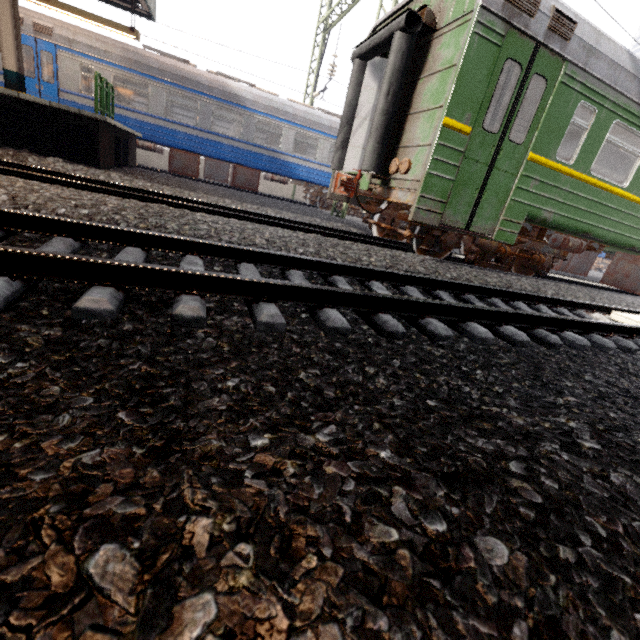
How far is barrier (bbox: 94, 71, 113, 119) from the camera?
8.3m

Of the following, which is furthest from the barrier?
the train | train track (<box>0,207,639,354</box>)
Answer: train track (<box>0,207,639,354</box>)

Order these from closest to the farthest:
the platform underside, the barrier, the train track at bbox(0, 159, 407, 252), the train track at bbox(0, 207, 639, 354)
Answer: the train track at bbox(0, 207, 639, 354) → the train track at bbox(0, 159, 407, 252) → the platform underside → the barrier

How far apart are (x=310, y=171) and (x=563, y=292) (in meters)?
11.97

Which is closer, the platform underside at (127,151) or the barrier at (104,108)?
the platform underside at (127,151)

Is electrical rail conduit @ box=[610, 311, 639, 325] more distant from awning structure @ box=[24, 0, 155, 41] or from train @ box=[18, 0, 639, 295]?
awning structure @ box=[24, 0, 155, 41]

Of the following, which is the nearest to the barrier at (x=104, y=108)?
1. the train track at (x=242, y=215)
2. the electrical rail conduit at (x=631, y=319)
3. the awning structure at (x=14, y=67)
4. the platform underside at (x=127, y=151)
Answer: the platform underside at (x=127, y=151)

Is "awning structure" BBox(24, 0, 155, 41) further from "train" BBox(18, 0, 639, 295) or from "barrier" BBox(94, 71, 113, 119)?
"train" BBox(18, 0, 639, 295)
